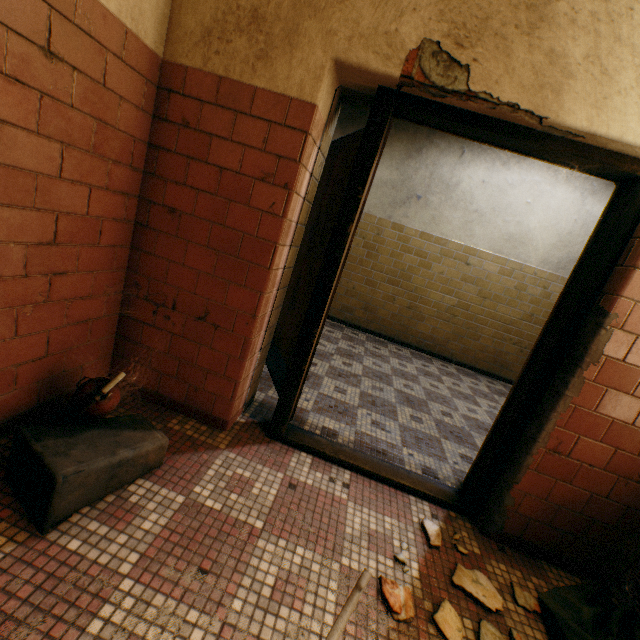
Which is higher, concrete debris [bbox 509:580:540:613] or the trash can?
the trash can

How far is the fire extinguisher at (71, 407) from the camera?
1.39m

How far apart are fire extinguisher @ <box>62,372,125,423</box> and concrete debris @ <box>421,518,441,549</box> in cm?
179

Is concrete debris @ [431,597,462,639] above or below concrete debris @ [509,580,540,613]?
above

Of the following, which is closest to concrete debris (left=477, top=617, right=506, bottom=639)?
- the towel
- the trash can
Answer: the towel

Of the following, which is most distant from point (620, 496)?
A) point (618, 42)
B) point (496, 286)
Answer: point (496, 286)

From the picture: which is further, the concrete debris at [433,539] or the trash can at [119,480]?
the concrete debris at [433,539]

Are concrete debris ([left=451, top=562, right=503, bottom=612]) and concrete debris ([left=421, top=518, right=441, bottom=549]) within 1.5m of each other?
yes
